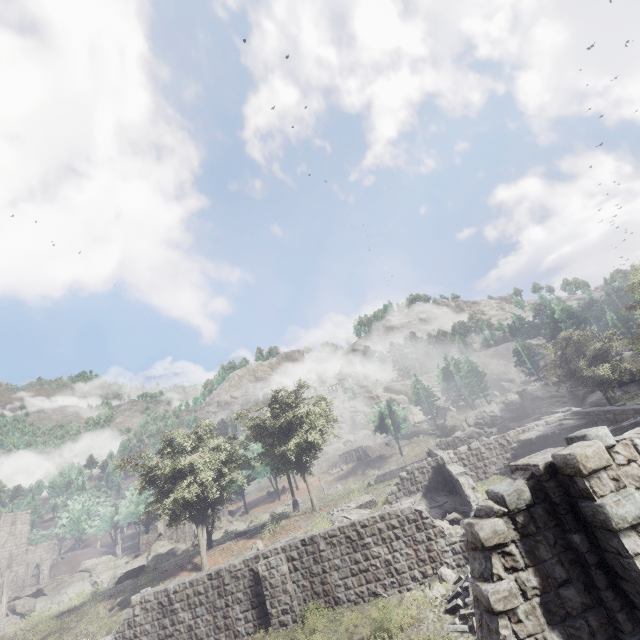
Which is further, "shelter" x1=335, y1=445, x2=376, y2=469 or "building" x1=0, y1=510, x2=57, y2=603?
"shelter" x1=335, y1=445, x2=376, y2=469

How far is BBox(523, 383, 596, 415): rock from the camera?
41.8 meters

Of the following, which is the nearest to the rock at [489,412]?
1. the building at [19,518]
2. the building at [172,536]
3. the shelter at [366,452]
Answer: the shelter at [366,452]

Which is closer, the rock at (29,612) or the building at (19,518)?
the rock at (29,612)

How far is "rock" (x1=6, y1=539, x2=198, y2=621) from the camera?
35.2m

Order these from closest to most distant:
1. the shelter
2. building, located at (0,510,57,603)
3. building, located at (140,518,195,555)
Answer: building, located at (0,510,57,603) < building, located at (140,518,195,555) < the shelter

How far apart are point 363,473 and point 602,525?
50.0m
